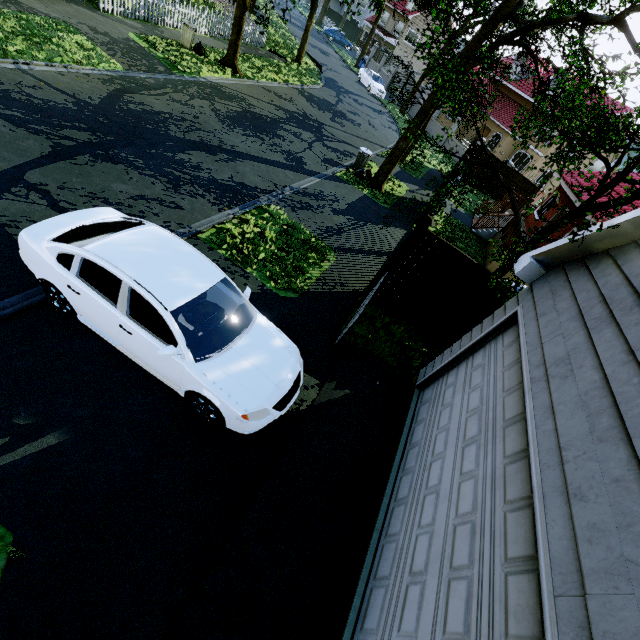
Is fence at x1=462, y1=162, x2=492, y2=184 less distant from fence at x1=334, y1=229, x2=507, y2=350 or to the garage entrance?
fence at x1=334, y1=229, x2=507, y2=350

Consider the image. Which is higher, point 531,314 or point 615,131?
point 615,131

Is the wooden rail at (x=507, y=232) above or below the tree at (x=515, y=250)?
below

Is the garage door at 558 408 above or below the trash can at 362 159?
above

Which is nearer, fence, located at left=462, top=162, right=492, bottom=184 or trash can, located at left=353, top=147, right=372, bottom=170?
trash can, located at left=353, top=147, right=372, bottom=170

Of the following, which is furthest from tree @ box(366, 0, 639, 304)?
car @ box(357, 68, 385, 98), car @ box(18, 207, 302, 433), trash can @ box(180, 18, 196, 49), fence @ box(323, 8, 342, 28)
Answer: car @ box(18, 207, 302, 433)

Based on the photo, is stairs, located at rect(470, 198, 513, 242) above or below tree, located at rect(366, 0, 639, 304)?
below

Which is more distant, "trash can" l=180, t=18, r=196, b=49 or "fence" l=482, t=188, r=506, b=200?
"fence" l=482, t=188, r=506, b=200
